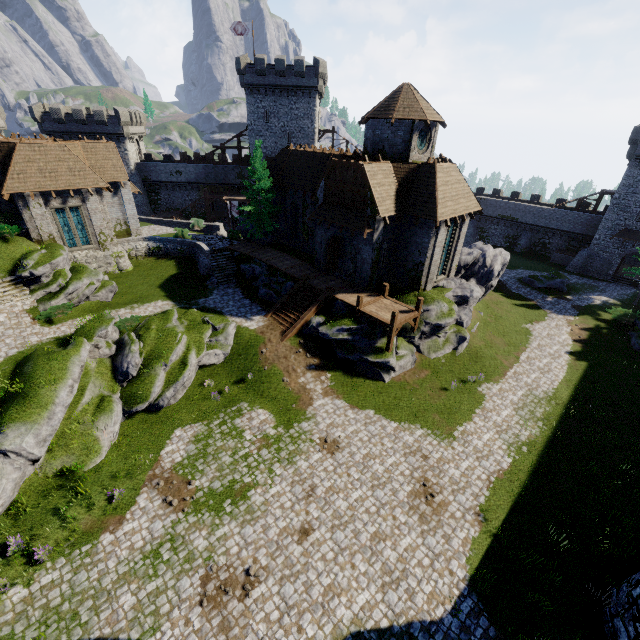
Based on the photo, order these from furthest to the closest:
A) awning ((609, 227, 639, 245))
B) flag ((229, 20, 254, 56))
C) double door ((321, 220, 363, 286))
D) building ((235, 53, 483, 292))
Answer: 1. flag ((229, 20, 254, 56))
2. awning ((609, 227, 639, 245))
3. double door ((321, 220, 363, 286))
4. building ((235, 53, 483, 292))

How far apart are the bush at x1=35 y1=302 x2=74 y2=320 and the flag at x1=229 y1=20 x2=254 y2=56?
39.9m

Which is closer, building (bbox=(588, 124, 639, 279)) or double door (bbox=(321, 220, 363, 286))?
double door (bbox=(321, 220, 363, 286))

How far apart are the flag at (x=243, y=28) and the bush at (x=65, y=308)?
39.9m

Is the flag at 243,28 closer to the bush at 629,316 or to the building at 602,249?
the building at 602,249

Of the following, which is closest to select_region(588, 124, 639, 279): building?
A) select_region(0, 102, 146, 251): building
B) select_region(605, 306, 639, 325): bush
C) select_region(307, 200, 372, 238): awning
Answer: select_region(605, 306, 639, 325): bush

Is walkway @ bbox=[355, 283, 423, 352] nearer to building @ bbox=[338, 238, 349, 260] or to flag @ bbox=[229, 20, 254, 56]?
building @ bbox=[338, 238, 349, 260]

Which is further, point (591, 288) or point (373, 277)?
point (591, 288)
